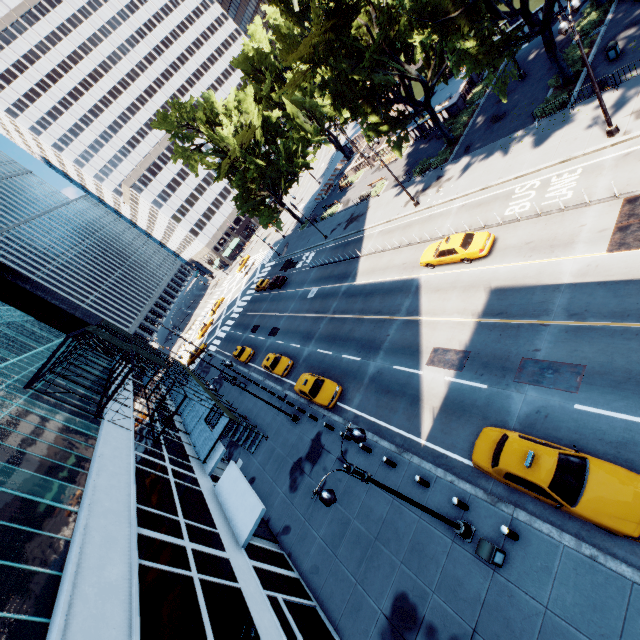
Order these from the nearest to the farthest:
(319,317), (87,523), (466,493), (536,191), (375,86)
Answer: (87,523)
(466,493)
(536,191)
(375,86)
(319,317)

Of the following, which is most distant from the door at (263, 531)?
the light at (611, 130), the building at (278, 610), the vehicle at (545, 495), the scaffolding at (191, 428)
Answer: the light at (611, 130)

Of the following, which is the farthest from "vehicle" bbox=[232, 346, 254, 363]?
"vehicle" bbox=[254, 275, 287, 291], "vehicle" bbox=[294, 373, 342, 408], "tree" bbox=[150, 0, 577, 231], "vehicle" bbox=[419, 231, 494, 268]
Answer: "vehicle" bbox=[419, 231, 494, 268]

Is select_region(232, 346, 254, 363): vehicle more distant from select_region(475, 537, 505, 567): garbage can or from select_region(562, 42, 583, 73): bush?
select_region(562, 42, 583, 73): bush

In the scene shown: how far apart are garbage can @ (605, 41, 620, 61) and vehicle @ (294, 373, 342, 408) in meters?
29.3

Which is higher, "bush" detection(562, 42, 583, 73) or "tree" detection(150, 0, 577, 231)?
"tree" detection(150, 0, 577, 231)

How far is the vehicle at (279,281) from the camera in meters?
46.4 m

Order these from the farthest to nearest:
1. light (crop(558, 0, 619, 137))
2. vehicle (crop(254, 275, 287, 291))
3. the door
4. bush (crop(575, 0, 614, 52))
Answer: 1. vehicle (crop(254, 275, 287, 291))
2. bush (crop(575, 0, 614, 52))
3. the door
4. light (crop(558, 0, 619, 137))
